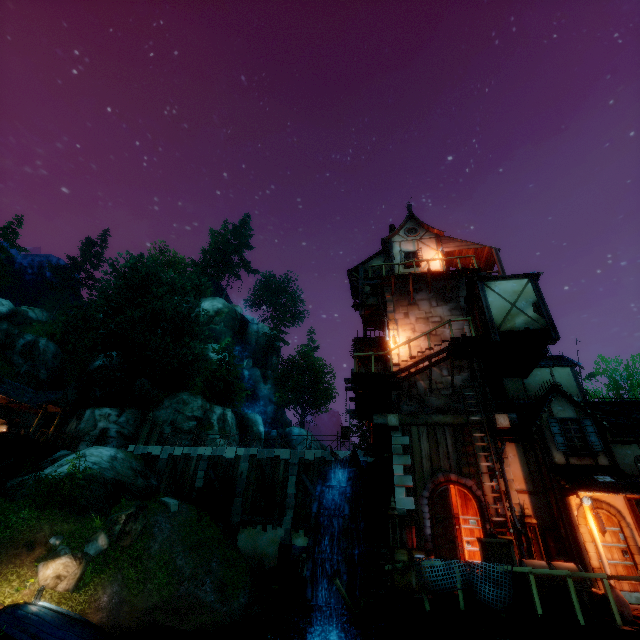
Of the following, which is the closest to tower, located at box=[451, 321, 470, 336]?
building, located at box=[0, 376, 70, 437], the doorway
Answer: the doorway

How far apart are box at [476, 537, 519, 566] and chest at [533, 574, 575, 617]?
0.0 meters

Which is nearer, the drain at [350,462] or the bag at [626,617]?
the bag at [626,617]

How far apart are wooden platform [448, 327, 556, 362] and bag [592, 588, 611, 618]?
7.61m

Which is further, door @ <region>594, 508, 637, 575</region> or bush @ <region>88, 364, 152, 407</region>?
bush @ <region>88, 364, 152, 407</region>

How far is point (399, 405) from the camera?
13.89m

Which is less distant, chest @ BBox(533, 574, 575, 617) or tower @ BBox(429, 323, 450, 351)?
chest @ BBox(533, 574, 575, 617)

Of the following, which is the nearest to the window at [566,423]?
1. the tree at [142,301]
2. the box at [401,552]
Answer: the box at [401,552]
